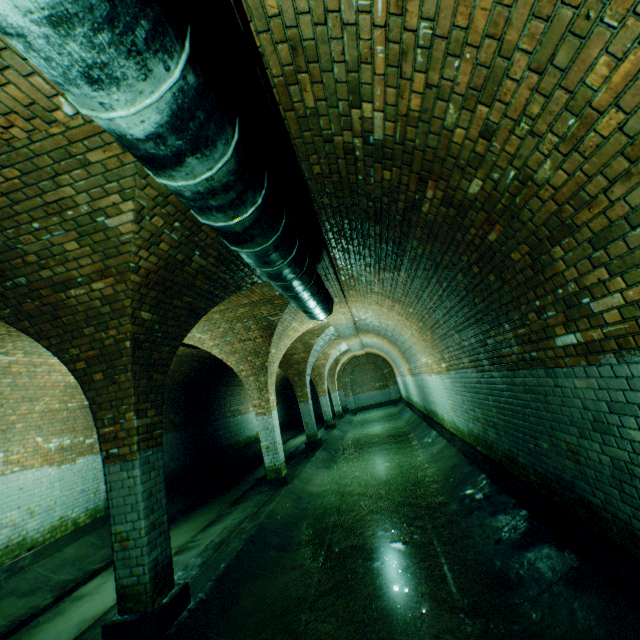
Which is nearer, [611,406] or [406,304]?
[611,406]

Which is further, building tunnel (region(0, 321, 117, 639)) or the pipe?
building tunnel (region(0, 321, 117, 639))

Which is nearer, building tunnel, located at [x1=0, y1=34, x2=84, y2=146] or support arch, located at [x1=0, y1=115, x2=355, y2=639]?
building tunnel, located at [x1=0, y1=34, x2=84, y2=146]

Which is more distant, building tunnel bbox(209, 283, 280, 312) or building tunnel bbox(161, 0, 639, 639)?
building tunnel bbox(209, 283, 280, 312)

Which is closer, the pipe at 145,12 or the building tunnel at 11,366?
the pipe at 145,12

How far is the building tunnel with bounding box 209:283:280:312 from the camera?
6.6m

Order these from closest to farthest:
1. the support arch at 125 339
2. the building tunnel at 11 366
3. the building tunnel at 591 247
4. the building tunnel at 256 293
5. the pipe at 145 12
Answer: the pipe at 145 12 → the building tunnel at 591 247 → the support arch at 125 339 → the building tunnel at 11 366 → the building tunnel at 256 293
